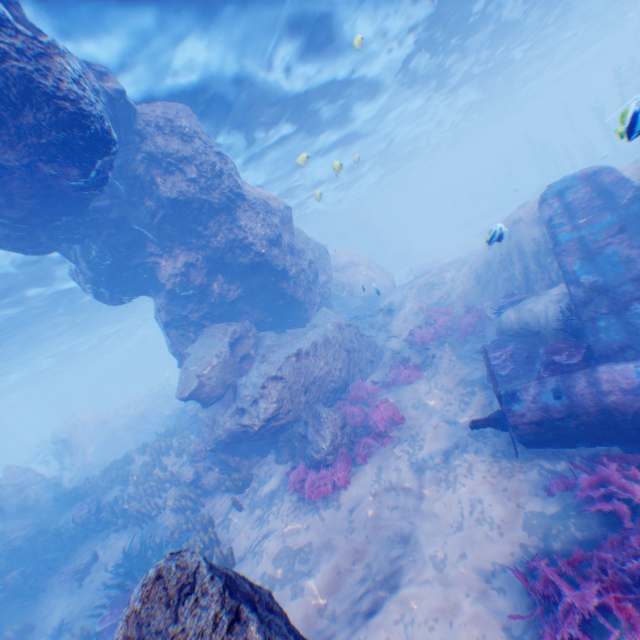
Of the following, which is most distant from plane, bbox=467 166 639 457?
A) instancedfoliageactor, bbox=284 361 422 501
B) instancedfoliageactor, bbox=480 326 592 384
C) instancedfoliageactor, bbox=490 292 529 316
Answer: instancedfoliageactor, bbox=490 292 529 316

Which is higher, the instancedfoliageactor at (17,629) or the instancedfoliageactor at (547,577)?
the instancedfoliageactor at (17,629)

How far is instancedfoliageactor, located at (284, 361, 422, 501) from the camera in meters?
8.9 m

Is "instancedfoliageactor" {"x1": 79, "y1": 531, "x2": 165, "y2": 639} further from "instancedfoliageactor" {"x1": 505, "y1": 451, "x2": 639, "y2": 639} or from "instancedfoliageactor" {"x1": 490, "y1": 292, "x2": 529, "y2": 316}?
"instancedfoliageactor" {"x1": 505, "y1": 451, "x2": 639, "y2": 639}

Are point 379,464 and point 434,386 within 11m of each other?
yes

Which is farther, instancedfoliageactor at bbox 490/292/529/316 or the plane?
instancedfoliageactor at bbox 490/292/529/316

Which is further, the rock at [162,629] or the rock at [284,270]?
the rock at [284,270]

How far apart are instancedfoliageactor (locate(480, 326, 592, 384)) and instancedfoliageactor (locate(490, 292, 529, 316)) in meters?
2.5 m
